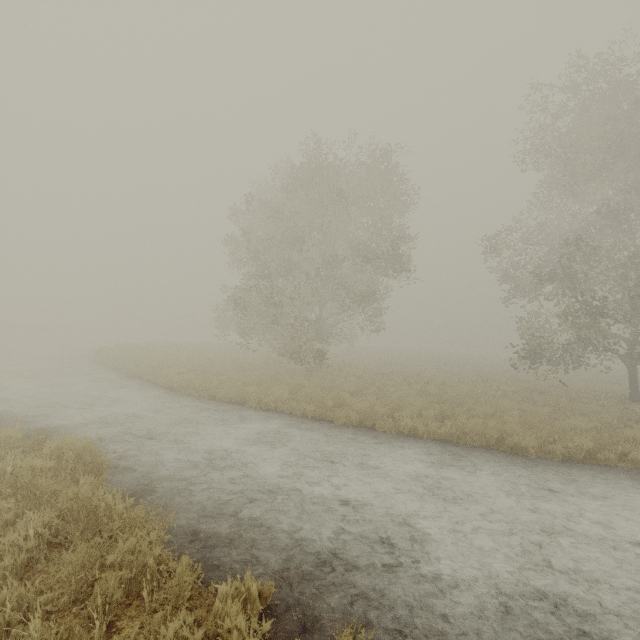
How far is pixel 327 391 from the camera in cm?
1533
